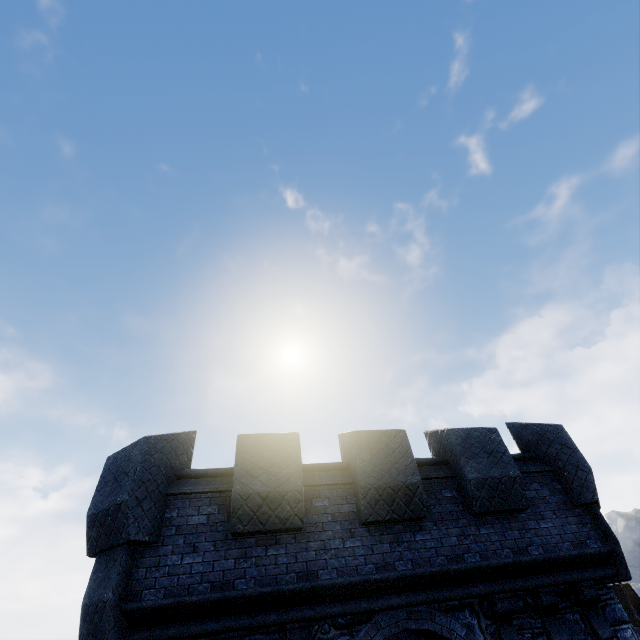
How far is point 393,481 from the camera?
6.8 meters
